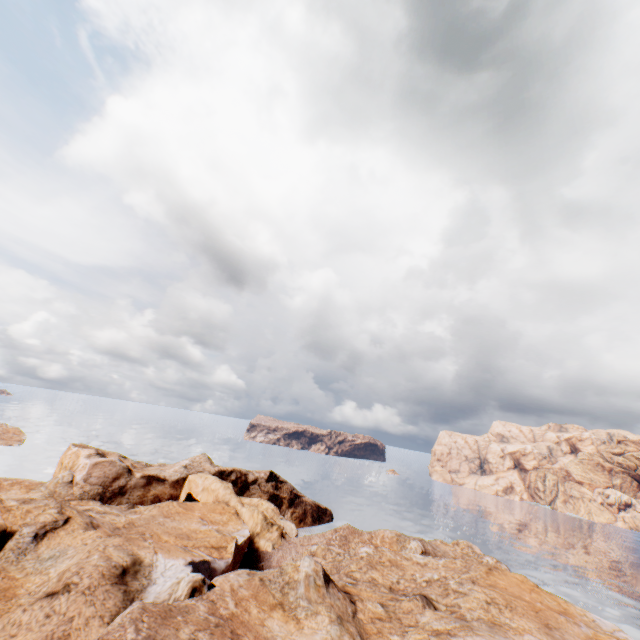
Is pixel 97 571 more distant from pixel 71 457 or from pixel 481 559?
pixel 481 559
